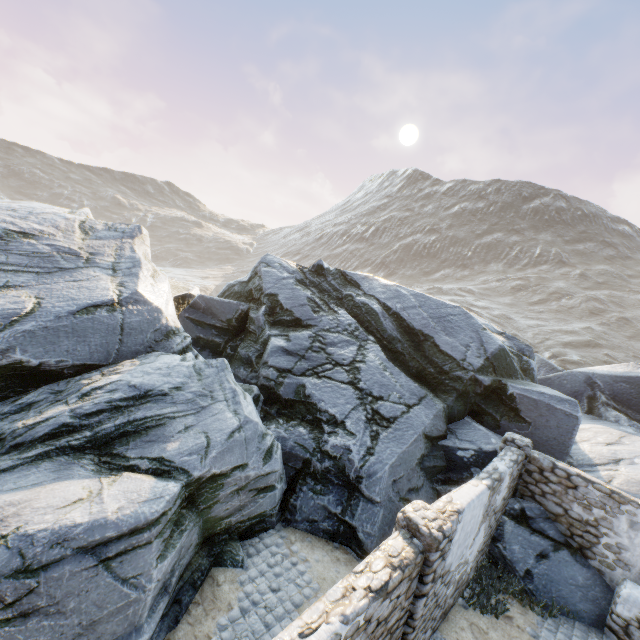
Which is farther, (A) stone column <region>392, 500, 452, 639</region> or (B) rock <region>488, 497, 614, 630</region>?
(B) rock <region>488, 497, 614, 630</region>

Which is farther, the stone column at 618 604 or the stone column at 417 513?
the stone column at 618 604

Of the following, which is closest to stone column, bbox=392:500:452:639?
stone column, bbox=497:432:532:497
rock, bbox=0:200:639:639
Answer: rock, bbox=0:200:639:639

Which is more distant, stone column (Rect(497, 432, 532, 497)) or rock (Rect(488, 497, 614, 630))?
stone column (Rect(497, 432, 532, 497))

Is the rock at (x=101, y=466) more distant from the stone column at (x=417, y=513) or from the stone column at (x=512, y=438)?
the stone column at (x=417, y=513)

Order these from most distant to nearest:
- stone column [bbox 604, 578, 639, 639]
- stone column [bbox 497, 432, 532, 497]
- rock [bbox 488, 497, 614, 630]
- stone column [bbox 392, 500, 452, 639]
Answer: stone column [bbox 497, 432, 532, 497], rock [bbox 488, 497, 614, 630], stone column [bbox 604, 578, 639, 639], stone column [bbox 392, 500, 452, 639]

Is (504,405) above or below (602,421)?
above

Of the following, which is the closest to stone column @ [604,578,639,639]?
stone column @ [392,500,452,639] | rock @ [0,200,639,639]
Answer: rock @ [0,200,639,639]
